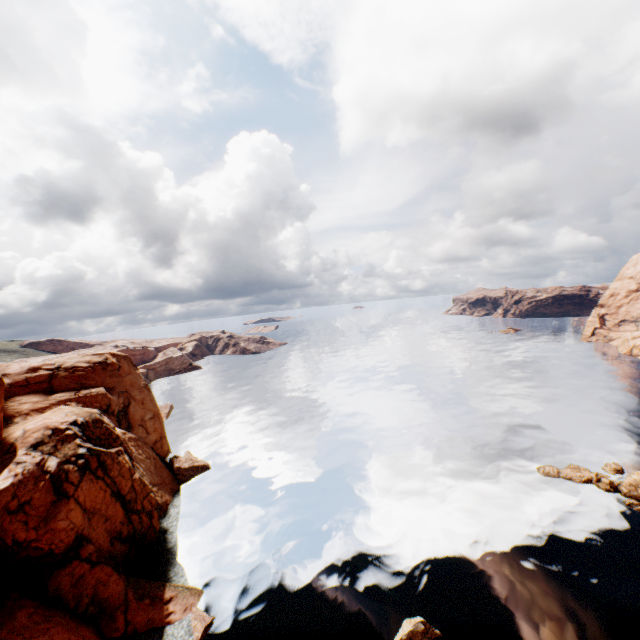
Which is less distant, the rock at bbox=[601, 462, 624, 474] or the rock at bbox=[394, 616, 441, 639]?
the rock at bbox=[394, 616, 441, 639]

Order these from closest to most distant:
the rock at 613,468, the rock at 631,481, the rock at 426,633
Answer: the rock at 426,633
the rock at 631,481
the rock at 613,468

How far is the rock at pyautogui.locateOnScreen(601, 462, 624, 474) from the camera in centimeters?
3850cm

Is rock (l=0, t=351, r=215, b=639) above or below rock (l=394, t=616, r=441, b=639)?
above

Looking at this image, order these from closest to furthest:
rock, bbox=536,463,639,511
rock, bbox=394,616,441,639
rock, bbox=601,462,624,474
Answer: rock, bbox=394,616,441,639 < rock, bbox=536,463,639,511 < rock, bbox=601,462,624,474

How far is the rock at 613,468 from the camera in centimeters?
3850cm

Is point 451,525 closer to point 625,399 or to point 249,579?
point 249,579

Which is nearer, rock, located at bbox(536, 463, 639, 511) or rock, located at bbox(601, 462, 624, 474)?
rock, located at bbox(536, 463, 639, 511)
